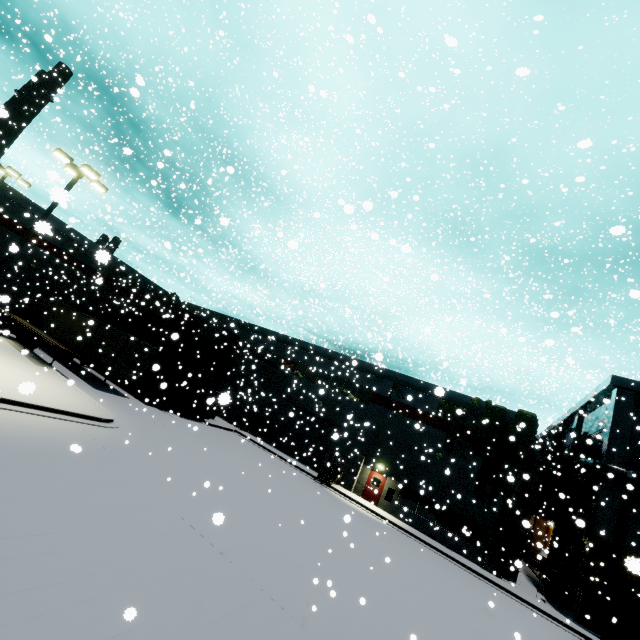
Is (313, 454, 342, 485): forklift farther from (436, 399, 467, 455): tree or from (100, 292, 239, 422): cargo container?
(100, 292, 239, 422): cargo container

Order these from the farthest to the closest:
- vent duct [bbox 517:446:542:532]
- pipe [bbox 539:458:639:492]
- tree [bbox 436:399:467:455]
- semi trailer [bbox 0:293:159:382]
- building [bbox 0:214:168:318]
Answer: building [bbox 0:214:168:318]
tree [bbox 436:399:467:455]
vent duct [bbox 517:446:542:532]
semi trailer [bbox 0:293:159:382]
pipe [bbox 539:458:639:492]

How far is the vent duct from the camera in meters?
22.5

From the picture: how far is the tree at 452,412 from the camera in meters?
25.2 m

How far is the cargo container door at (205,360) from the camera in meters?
25.1

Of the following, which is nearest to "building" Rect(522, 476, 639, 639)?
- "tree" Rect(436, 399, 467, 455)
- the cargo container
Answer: "tree" Rect(436, 399, 467, 455)

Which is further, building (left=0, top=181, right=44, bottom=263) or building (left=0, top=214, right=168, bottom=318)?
building (left=0, top=214, right=168, bottom=318)

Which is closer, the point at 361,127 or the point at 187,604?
the point at 187,604
